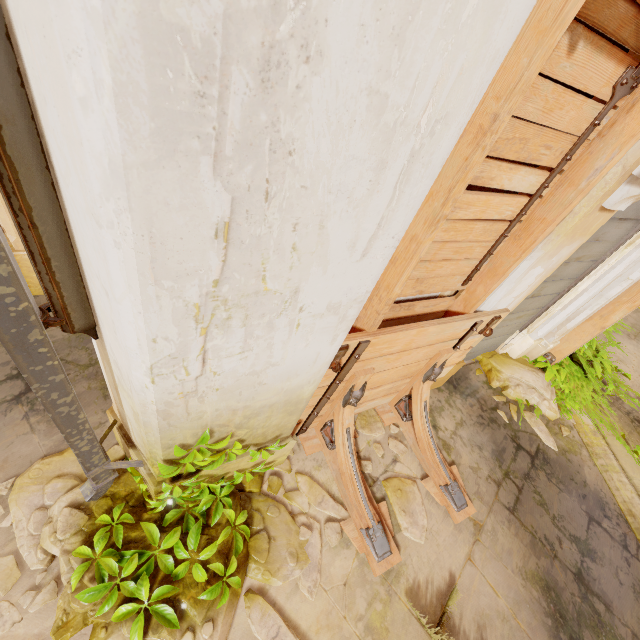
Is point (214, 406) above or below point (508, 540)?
above

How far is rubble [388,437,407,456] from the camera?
3.55m

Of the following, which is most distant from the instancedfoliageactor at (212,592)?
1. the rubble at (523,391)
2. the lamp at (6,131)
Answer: the rubble at (523,391)

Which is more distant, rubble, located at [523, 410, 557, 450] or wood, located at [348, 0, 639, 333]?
rubble, located at [523, 410, 557, 450]

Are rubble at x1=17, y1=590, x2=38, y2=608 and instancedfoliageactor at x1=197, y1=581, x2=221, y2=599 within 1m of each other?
yes

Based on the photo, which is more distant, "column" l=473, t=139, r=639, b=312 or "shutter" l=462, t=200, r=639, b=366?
"shutter" l=462, t=200, r=639, b=366

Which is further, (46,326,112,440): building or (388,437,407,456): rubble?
(388,437,407,456): rubble

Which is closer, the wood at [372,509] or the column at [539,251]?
the column at [539,251]
